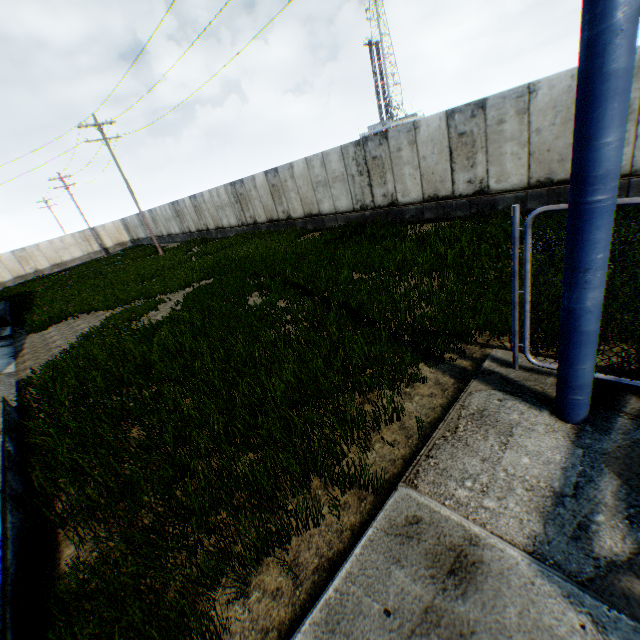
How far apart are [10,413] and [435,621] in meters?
8.5 m
